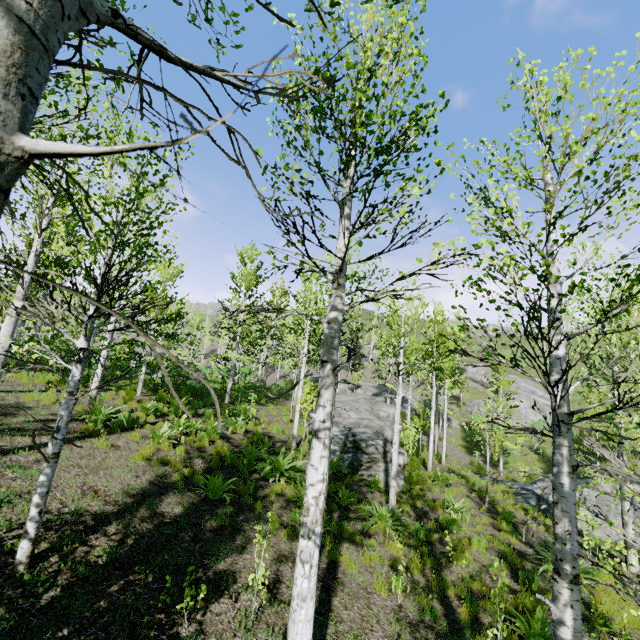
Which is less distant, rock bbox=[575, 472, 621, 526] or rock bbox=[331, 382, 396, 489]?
rock bbox=[575, 472, 621, 526]

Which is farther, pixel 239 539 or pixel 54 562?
pixel 239 539

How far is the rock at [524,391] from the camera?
34.38m

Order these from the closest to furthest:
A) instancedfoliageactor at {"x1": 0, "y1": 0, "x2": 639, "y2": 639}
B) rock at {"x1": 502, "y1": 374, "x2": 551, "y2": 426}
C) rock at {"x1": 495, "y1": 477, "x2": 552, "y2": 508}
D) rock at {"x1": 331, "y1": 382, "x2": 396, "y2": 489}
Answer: instancedfoliageactor at {"x1": 0, "y1": 0, "x2": 639, "y2": 639}, rock at {"x1": 331, "y1": 382, "x2": 396, "y2": 489}, rock at {"x1": 495, "y1": 477, "x2": 552, "y2": 508}, rock at {"x1": 502, "y1": 374, "x2": 551, "y2": 426}

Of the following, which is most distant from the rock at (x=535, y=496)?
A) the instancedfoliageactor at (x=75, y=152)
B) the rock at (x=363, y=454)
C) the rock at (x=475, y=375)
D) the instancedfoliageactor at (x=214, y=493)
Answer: the rock at (x=475, y=375)

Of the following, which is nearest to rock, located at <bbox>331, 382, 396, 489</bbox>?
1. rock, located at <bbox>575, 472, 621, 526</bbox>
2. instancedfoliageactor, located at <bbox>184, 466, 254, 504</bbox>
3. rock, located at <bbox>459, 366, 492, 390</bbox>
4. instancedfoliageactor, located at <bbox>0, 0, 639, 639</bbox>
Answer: instancedfoliageactor, located at <bbox>0, 0, 639, 639</bbox>

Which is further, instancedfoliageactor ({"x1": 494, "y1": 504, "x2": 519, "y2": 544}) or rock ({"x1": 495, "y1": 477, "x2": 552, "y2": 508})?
rock ({"x1": 495, "y1": 477, "x2": 552, "y2": 508})
